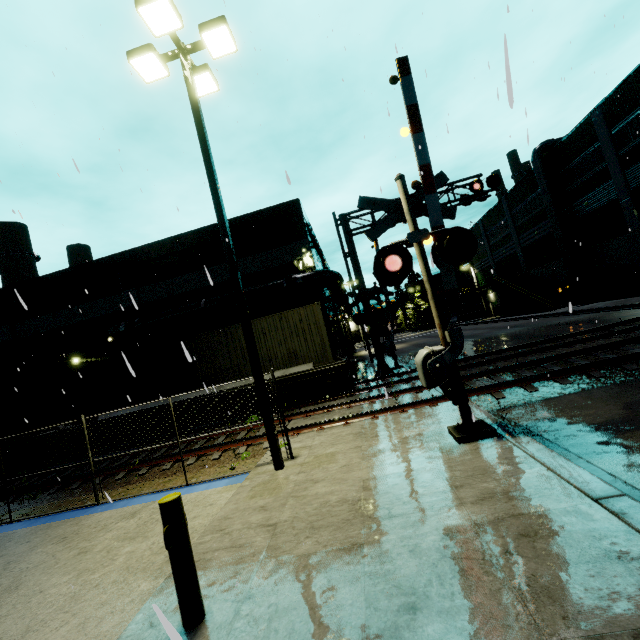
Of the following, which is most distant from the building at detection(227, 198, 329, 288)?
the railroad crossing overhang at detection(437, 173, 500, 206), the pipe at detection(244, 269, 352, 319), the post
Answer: the railroad crossing overhang at detection(437, 173, 500, 206)

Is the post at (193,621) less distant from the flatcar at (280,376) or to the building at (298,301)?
the building at (298,301)

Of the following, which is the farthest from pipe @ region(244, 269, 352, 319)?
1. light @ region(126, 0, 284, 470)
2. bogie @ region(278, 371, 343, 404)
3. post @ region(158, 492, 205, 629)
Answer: post @ region(158, 492, 205, 629)

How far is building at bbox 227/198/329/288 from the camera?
18.52m

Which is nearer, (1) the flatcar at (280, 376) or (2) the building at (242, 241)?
(1) the flatcar at (280, 376)

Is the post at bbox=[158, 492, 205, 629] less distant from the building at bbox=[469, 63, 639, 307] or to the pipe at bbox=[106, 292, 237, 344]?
the building at bbox=[469, 63, 639, 307]

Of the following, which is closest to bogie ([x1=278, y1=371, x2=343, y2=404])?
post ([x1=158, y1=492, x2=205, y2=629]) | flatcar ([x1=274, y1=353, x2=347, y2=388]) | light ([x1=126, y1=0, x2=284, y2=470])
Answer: flatcar ([x1=274, y1=353, x2=347, y2=388])

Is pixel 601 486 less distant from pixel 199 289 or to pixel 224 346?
pixel 224 346
